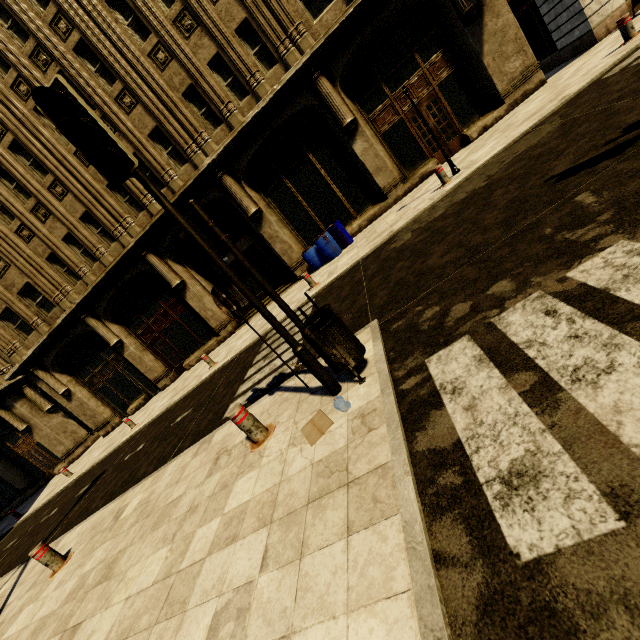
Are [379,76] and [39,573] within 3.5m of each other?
no

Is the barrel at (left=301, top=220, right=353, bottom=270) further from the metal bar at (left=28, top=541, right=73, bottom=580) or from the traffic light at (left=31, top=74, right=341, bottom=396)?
the metal bar at (left=28, top=541, right=73, bottom=580)

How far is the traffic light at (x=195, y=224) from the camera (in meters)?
2.65

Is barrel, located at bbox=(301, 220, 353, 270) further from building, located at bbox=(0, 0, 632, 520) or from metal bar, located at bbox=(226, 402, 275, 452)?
metal bar, located at bbox=(226, 402, 275, 452)

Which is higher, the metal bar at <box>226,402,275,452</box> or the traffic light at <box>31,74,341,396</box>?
the traffic light at <box>31,74,341,396</box>

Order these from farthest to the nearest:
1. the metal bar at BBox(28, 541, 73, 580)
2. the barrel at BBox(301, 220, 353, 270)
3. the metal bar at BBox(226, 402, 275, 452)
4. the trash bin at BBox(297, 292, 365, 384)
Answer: the barrel at BBox(301, 220, 353, 270) → the metal bar at BBox(28, 541, 73, 580) → the metal bar at BBox(226, 402, 275, 452) → the trash bin at BBox(297, 292, 365, 384)

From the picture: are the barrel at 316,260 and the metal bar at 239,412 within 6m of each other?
no

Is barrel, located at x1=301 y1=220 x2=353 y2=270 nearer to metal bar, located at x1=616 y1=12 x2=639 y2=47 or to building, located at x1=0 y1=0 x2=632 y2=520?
building, located at x1=0 y1=0 x2=632 y2=520
